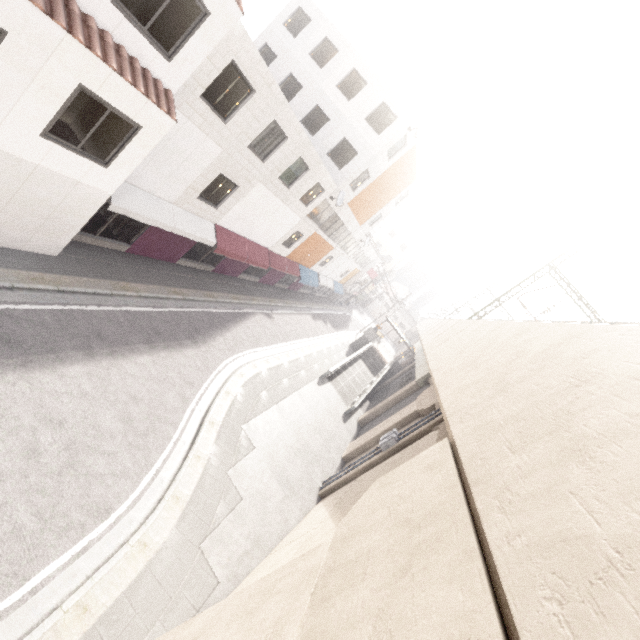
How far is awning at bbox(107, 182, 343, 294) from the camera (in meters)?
10.96

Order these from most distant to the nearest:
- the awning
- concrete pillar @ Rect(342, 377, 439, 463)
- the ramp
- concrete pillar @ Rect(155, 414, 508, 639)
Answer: the ramp → concrete pillar @ Rect(342, 377, 439, 463) → the awning → concrete pillar @ Rect(155, 414, 508, 639)

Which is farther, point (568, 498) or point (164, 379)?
point (164, 379)

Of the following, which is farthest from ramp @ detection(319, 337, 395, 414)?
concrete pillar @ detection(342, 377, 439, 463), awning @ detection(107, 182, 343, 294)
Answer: awning @ detection(107, 182, 343, 294)

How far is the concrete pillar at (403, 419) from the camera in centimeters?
1616cm

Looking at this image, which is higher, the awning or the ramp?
the awning

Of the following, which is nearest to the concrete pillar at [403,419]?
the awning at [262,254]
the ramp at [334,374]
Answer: the ramp at [334,374]
